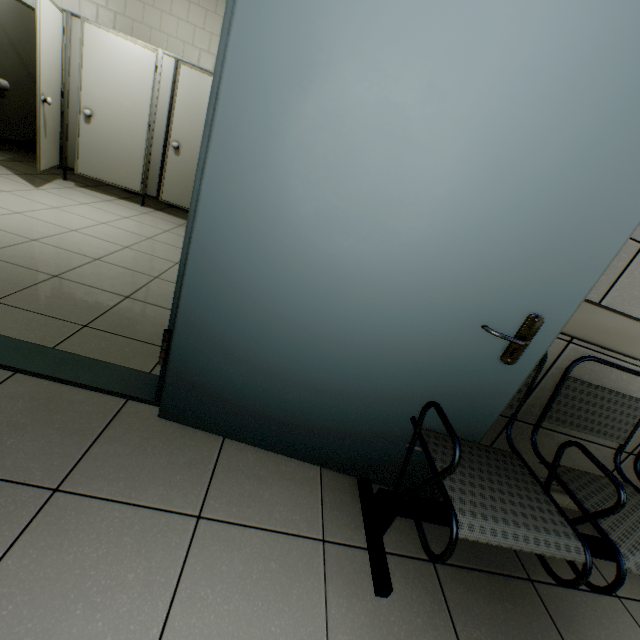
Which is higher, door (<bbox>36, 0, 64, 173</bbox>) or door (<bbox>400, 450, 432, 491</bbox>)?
door (<bbox>36, 0, 64, 173</bbox>)

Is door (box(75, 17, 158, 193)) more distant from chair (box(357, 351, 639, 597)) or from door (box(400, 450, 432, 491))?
chair (box(357, 351, 639, 597))

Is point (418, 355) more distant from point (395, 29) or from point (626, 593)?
point (626, 593)

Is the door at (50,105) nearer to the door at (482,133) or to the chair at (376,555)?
the door at (482,133)

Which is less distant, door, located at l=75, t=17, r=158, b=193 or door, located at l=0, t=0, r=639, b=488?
door, located at l=0, t=0, r=639, b=488

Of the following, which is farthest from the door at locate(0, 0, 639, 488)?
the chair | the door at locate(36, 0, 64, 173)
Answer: the door at locate(36, 0, 64, 173)
